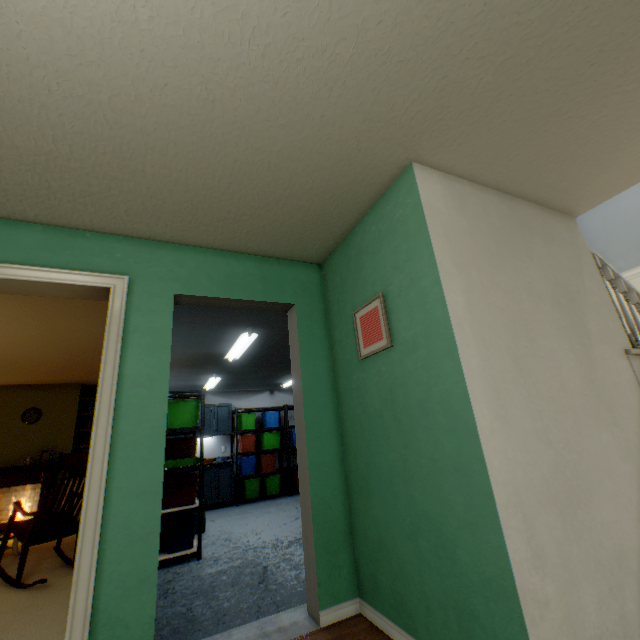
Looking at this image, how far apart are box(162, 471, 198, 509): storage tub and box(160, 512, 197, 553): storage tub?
0.11m

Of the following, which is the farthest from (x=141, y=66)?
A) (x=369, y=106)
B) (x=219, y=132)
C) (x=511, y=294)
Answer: (x=511, y=294)

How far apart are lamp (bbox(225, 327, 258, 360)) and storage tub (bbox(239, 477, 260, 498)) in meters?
3.7 m

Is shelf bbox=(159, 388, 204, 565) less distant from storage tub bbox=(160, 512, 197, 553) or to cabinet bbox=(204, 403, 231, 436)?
storage tub bbox=(160, 512, 197, 553)

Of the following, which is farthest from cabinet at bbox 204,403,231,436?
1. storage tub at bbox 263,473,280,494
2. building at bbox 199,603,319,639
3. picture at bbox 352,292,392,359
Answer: picture at bbox 352,292,392,359

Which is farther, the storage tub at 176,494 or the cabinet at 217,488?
the cabinet at 217,488

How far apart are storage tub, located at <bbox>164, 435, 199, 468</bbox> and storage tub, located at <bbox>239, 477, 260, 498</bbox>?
2.6m

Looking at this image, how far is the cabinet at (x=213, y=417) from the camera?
7.2 meters
